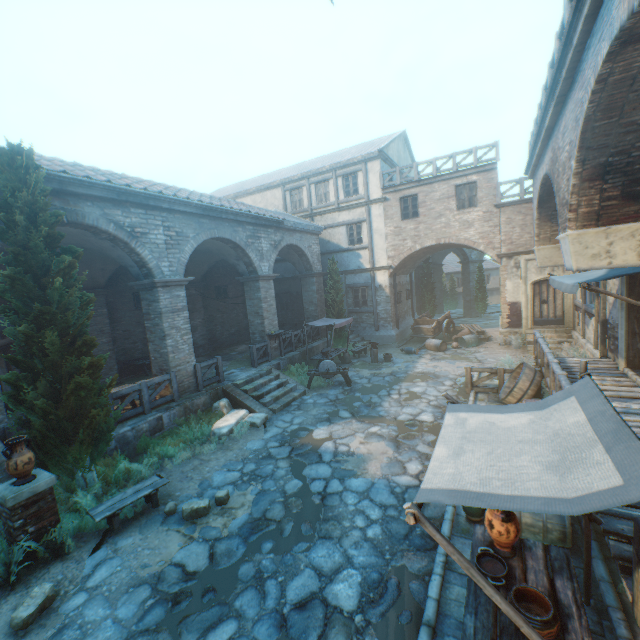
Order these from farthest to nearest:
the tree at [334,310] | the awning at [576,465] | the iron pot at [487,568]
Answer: the tree at [334,310] → the iron pot at [487,568] → the awning at [576,465]

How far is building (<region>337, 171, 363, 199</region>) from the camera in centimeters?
1964cm

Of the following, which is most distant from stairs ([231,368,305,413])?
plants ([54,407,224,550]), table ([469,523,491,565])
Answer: table ([469,523,491,565])

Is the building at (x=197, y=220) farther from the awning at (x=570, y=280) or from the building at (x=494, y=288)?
the building at (x=494, y=288)

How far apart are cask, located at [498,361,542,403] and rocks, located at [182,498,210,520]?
8.4 meters

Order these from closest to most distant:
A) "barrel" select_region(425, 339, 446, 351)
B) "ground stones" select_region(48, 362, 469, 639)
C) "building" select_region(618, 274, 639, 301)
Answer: "ground stones" select_region(48, 362, 469, 639)
"building" select_region(618, 274, 639, 301)
"barrel" select_region(425, 339, 446, 351)

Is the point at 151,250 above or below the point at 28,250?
above
